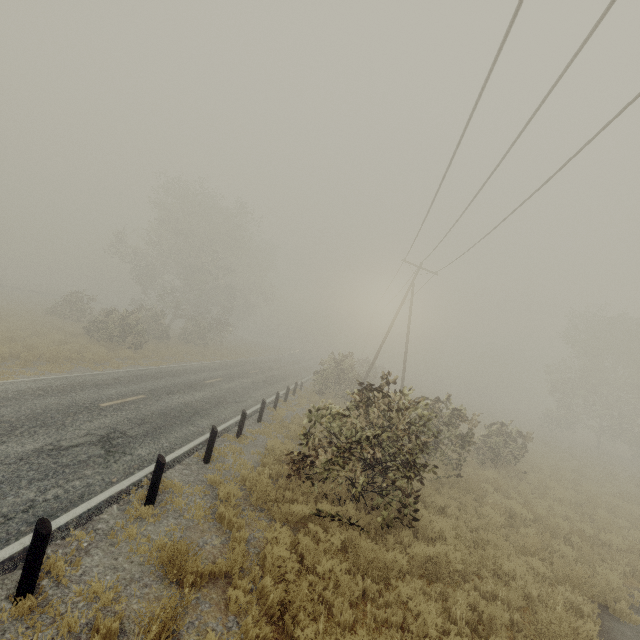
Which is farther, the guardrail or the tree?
the tree

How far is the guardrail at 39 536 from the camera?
4.11m

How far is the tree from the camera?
28.03m

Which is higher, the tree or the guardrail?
the tree

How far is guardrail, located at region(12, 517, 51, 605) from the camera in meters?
4.1 m

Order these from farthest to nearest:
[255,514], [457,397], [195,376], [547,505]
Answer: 1. [457,397]
2. [195,376]
3. [547,505]
4. [255,514]

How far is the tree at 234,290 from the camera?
28.0m
